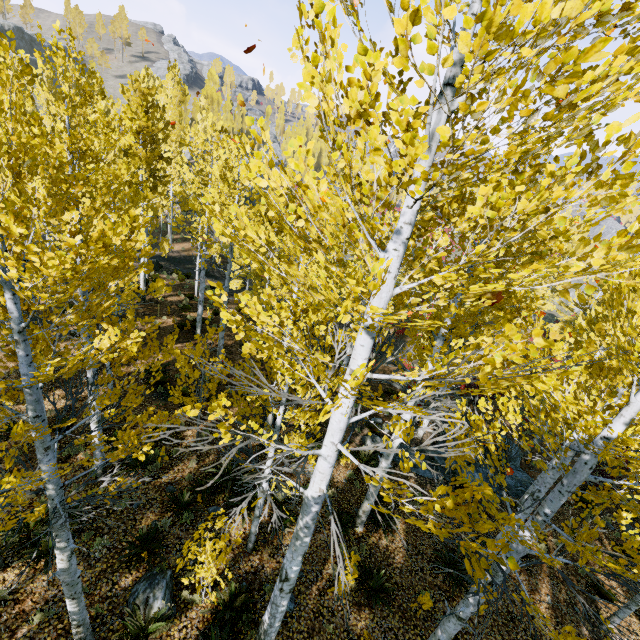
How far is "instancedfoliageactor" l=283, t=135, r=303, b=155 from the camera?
1.98m

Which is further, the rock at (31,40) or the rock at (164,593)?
the rock at (31,40)

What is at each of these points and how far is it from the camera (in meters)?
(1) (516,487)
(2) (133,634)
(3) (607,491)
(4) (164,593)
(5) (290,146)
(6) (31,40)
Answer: (1) rock, 13.46
(2) instancedfoliageactor, 5.67
(3) instancedfoliageactor, 3.60
(4) rock, 6.33
(5) instancedfoliageactor, 2.00
(6) rock, 58.66

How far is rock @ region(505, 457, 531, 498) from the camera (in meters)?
13.23

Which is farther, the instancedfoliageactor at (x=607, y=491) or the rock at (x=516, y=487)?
the rock at (x=516, y=487)

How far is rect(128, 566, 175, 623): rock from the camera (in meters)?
6.11

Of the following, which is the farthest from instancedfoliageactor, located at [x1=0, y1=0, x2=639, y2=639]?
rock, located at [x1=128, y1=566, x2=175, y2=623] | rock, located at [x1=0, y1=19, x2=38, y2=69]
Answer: rock, located at [x1=0, y1=19, x2=38, y2=69]

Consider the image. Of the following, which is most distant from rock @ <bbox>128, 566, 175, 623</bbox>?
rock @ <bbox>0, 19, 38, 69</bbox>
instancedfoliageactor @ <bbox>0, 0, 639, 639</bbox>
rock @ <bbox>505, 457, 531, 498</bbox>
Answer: rock @ <bbox>0, 19, 38, 69</bbox>
